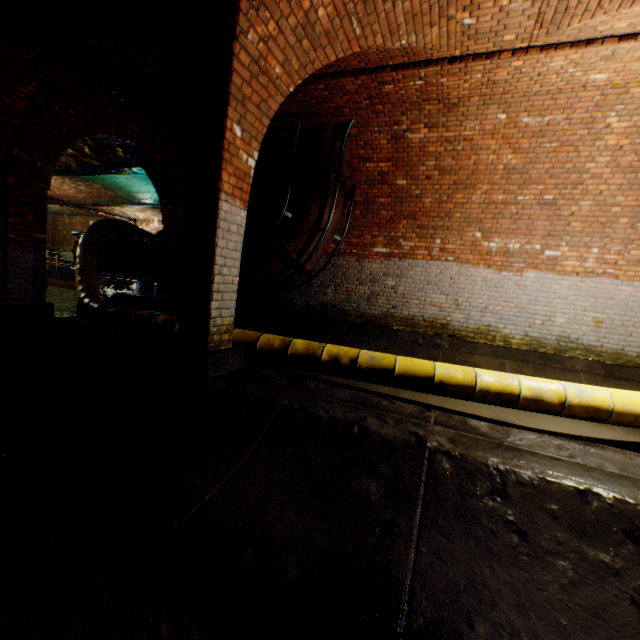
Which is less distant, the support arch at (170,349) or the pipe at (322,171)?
the support arch at (170,349)

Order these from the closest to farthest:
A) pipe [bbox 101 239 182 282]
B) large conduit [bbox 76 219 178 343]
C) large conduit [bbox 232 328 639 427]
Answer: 1. large conduit [bbox 232 328 639 427]
2. large conduit [bbox 76 219 178 343]
3. pipe [bbox 101 239 182 282]

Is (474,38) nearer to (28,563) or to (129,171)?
(28,563)

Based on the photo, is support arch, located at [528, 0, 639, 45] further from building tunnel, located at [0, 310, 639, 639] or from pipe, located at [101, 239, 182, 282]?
pipe, located at [101, 239, 182, 282]

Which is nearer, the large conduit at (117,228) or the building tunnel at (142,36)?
the building tunnel at (142,36)

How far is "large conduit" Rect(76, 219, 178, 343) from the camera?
5.15m

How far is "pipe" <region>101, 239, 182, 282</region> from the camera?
8.2 meters

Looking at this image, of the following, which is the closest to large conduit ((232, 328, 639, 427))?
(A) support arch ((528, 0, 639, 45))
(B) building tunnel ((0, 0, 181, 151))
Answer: (B) building tunnel ((0, 0, 181, 151))
